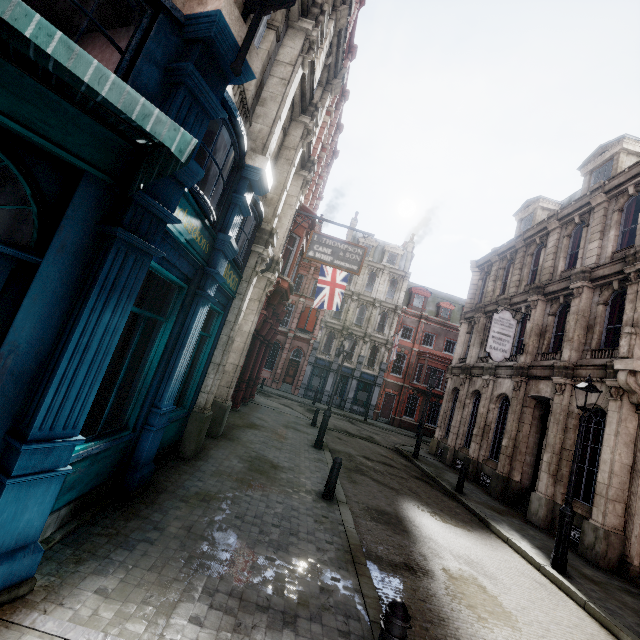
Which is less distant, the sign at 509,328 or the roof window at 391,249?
the sign at 509,328

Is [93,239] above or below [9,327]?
above

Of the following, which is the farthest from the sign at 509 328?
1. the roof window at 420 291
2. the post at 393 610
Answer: the roof window at 420 291

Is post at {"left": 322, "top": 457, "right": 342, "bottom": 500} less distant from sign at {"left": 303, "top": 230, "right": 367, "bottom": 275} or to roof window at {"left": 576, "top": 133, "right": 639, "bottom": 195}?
sign at {"left": 303, "top": 230, "right": 367, "bottom": 275}

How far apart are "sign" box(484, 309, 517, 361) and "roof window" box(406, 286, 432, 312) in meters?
21.0

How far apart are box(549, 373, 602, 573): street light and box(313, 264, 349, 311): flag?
11.3 meters

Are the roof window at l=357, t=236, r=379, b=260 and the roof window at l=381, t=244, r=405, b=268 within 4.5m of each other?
yes

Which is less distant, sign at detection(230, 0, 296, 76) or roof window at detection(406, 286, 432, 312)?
sign at detection(230, 0, 296, 76)
